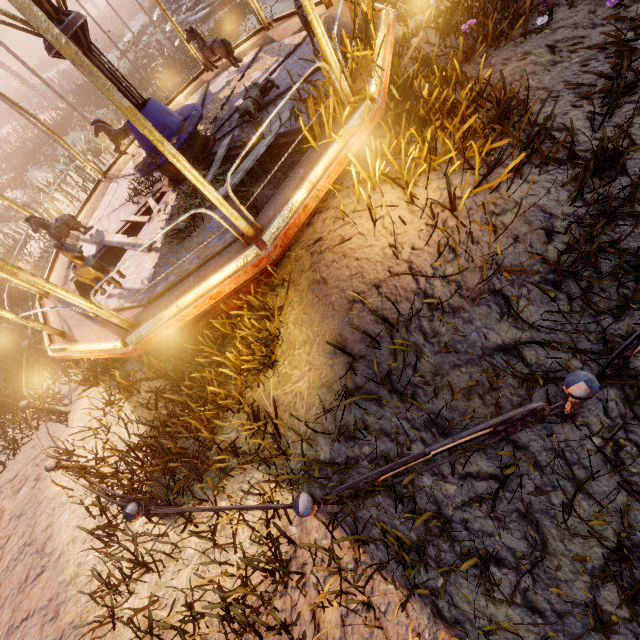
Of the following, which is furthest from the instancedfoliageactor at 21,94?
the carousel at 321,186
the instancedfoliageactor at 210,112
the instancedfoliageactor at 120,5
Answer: the instancedfoliageactor at 210,112

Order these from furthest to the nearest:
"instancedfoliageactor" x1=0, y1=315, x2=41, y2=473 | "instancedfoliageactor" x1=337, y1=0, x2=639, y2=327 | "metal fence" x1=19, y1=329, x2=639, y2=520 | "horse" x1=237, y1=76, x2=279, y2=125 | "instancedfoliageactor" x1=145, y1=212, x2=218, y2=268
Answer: "instancedfoliageactor" x1=0, y1=315, x2=41, y2=473, "horse" x1=237, y1=76, x2=279, y2=125, "instancedfoliageactor" x1=145, y1=212, x2=218, y2=268, "instancedfoliageactor" x1=337, y1=0, x2=639, y2=327, "metal fence" x1=19, y1=329, x2=639, y2=520

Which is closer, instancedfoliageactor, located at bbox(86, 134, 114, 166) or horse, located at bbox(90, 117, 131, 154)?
horse, located at bbox(90, 117, 131, 154)

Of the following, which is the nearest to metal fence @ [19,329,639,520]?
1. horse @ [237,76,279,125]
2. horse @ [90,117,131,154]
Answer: horse @ [90,117,131,154]

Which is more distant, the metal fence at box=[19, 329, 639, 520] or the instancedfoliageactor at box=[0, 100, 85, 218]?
the instancedfoliageactor at box=[0, 100, 85, 218]

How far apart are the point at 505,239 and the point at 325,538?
3.0m

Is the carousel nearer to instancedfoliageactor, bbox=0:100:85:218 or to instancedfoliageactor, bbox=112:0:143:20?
instancedfoliageactor, bbox=0:100:85:218

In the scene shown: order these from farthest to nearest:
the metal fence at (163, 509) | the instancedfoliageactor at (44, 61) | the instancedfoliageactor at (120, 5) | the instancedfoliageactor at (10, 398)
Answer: the instancedfoliageactor at (44, 61), the instancedfoliageactor at (120, 5), the instancedfoliageactor at (10, 398), the metal fence at (163, 509)
